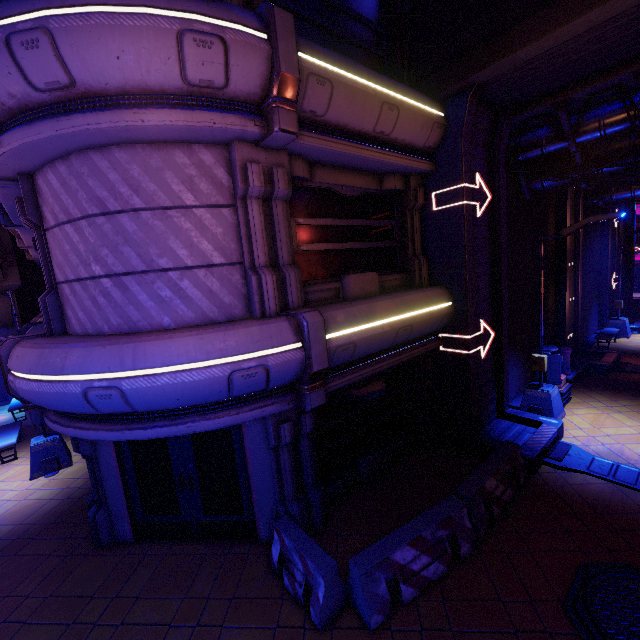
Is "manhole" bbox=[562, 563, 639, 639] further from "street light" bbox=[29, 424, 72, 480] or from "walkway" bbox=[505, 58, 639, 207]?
"street light" bbox=[29, 424, 72, 480]

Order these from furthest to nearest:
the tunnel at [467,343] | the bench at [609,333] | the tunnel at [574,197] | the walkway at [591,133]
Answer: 1. the bench at [609,333]
2. the tunnel at [574,197]
3. the tunnel at [467,343]
4. the walkway at [591,133]

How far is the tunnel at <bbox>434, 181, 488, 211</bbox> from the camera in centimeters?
795cm

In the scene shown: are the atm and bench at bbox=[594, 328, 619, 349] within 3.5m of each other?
no

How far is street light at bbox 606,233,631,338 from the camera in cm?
1789

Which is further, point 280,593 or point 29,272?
point 29,272

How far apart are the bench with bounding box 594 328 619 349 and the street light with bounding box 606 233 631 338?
1.6 meters

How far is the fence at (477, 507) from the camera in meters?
4.9 m
